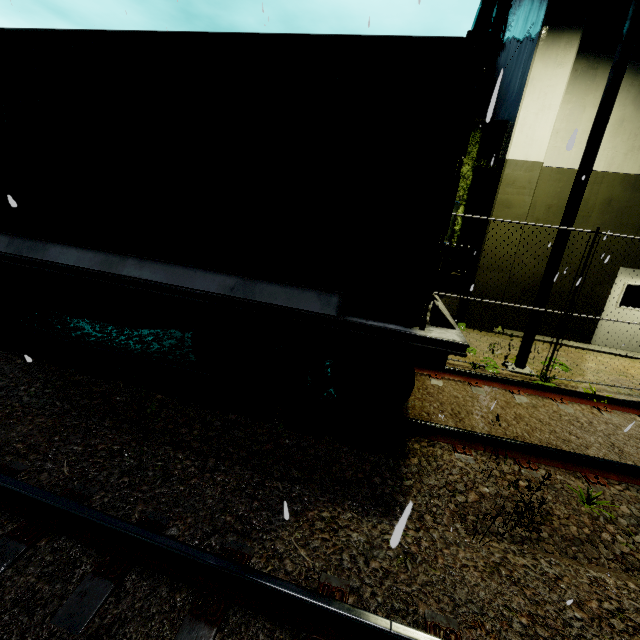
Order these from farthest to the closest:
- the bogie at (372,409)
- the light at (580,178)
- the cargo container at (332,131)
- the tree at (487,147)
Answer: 1. the tree at (487,147)
2. the light at (580,178)
3. the bogie at (372,409)
4. the cargo container at (332,131)

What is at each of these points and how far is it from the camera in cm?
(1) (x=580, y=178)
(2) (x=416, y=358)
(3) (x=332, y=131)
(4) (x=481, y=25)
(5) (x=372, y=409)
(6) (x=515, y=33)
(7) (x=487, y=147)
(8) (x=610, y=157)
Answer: (1) light, 615
(2) flatcar, 347
(3) cargo container, 319
(4) building, 1884
(5) bogie, 400
(6) building, 1315
(7) tree, 1092
(8) building, 896

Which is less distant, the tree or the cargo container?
the cargo container

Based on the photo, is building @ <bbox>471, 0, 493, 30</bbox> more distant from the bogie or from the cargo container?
the bogie

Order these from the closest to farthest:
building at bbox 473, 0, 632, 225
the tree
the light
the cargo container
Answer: the cargo container, the light, building at bbox 473, 0, 632, 225, the tree

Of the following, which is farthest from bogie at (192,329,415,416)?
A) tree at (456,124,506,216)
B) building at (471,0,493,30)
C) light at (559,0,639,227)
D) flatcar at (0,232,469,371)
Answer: tree at (456,124,506,216)

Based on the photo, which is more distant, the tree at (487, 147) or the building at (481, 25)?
the building at (481, 25)

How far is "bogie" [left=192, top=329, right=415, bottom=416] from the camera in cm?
371
